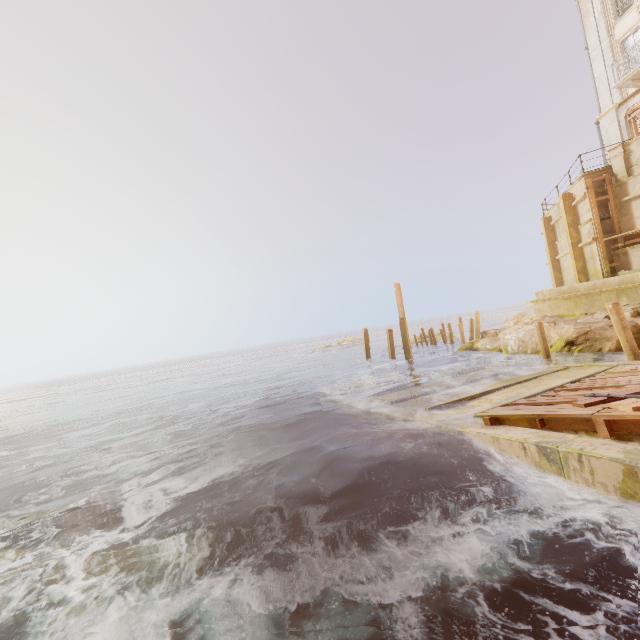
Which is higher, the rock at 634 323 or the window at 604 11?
the window at 604 11

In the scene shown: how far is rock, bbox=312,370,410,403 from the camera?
15.1 meters

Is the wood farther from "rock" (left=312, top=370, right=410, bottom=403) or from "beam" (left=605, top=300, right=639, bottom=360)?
"rock" (left=312, top=370, right=410, bottom=403)

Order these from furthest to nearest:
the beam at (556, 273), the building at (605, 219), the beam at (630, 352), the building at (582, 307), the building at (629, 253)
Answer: the beam at (556, 273)
the building at (605, 219)
the building at (629, 253)
the building at (582, 307)
the beam at (630, 352)

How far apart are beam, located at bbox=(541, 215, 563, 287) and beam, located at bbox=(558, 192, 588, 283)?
3.42m

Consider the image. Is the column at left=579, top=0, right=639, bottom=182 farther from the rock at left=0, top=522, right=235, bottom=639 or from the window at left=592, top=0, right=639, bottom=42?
the rock at left=0, top=522, right=235, bottom=639

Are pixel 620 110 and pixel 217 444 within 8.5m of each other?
no

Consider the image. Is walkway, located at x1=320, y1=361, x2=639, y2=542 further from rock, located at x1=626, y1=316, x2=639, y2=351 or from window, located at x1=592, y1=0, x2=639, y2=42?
window, located at x1=592, y1=0, x2=639, y2=42
